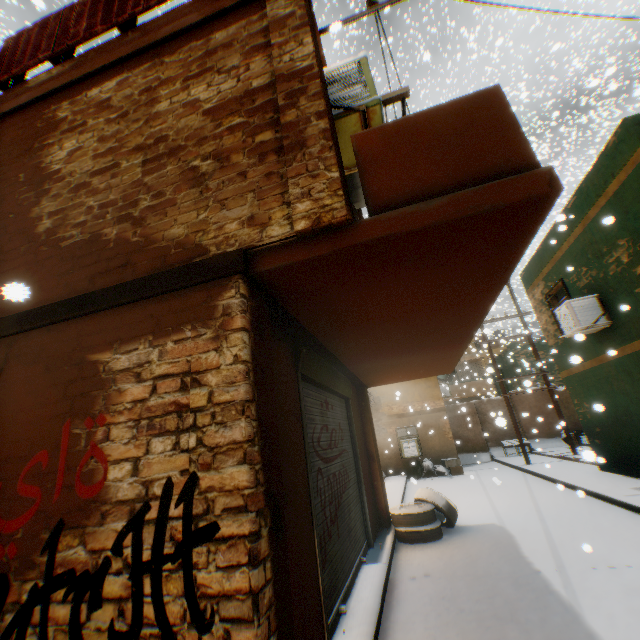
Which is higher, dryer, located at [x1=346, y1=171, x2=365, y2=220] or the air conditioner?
Answer: dryer, located at [x1=346, y1=171, x2=365, y2=220]

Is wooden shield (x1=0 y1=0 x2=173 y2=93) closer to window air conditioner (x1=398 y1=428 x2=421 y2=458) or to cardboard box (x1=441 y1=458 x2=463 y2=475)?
window air conditioner (x1=398 y1=428 x2=421 y2=458)

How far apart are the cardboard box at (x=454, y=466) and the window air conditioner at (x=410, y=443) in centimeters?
113cm

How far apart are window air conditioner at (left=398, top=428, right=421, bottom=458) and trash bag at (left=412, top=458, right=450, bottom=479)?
0.2 meters

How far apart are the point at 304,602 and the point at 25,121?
6.4m

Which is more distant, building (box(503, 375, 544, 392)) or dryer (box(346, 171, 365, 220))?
building (box(503, 375, 544, 392))

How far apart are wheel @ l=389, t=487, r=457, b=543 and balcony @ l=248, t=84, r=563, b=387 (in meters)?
0.66

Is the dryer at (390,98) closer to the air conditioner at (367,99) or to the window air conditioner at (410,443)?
the air conditioner at (367,99)
